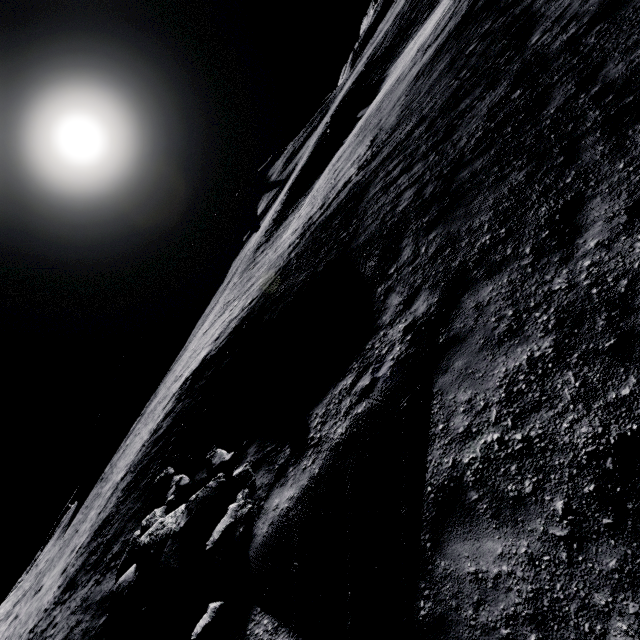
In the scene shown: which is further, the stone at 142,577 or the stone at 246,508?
the stone at 142,577

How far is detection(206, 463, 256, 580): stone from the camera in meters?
6.7

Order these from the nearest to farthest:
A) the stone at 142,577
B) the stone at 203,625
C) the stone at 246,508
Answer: the stone at 203,625 → the stone at 246,508 → the stone at 142,577

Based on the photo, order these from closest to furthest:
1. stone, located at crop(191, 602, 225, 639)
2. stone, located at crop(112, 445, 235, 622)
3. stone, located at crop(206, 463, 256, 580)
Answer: stone, located at crop(191, 602, 225, 639) → stone, located at crop(206, 463, 256, 580) → stone, located at crop(112, 445, 235, 622)

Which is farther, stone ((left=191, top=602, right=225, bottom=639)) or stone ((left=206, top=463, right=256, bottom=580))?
stone ((left=206, top=463, right=256, bottom=580))

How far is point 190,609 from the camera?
6.7 meters

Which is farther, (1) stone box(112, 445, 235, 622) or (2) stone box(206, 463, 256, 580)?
(1) stone box(112, 445, 235, 622)
